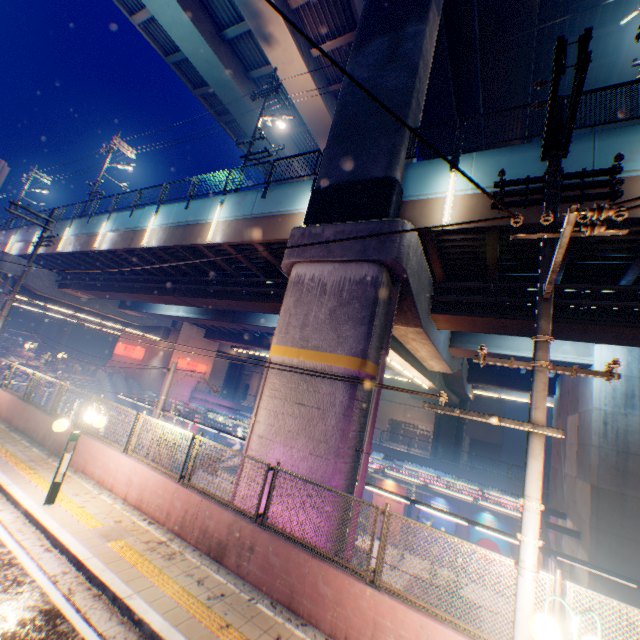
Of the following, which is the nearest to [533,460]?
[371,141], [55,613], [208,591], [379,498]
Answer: [208,591]

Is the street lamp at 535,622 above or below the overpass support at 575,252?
below

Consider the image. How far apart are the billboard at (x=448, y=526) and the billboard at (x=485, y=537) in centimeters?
89cm

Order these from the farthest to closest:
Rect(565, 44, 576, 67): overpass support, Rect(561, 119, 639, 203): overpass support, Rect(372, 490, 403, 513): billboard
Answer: Rect(372, 490, 403, 513): billboard → Rect(565, 44, 576, 67): overpass support → Rect(561, 119, 639, 203): overpass support

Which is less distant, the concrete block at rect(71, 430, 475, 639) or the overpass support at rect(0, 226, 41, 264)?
the concrete block at rect(71, 430, 475, 639)

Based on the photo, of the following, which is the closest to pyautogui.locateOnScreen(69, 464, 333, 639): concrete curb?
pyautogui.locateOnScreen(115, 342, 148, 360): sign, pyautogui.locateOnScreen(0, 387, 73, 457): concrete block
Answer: pyautogui.locateOnScreen(0, 387, 73, 457): concrete block

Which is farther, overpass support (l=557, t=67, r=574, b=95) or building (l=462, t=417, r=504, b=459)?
building (l=462, t=417, r=504, b=459)

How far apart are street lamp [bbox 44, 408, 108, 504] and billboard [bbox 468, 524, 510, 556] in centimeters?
2543cm
